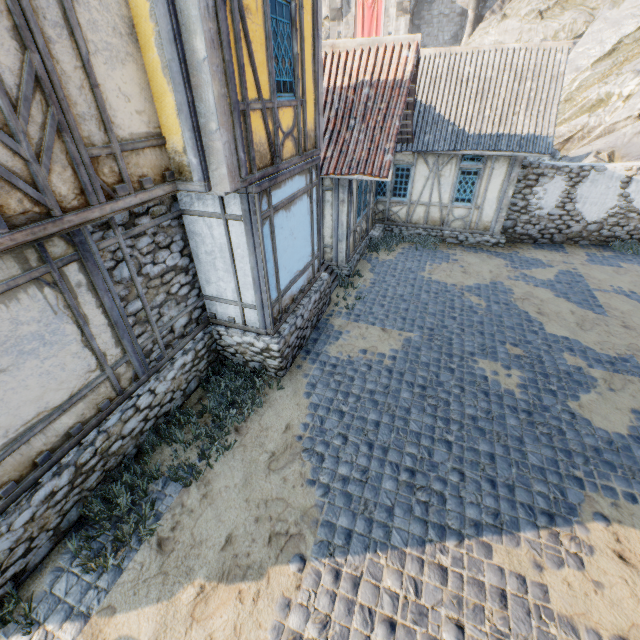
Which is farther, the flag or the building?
the flag

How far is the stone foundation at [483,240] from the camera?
11.10m

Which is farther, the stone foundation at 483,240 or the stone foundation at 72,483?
the stone foundation at 483,240

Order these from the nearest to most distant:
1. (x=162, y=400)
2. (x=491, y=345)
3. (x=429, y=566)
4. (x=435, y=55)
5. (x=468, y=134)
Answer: (x=429, y=566) → (x=162, y=400) → (x=491, y=345) → (x=468, y=134) → (x=435, y=55)

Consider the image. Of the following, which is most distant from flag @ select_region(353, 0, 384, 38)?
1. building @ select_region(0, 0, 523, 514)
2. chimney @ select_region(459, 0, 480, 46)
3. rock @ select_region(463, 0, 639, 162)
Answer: chimney @ select_region(459, 0, 480, 46)

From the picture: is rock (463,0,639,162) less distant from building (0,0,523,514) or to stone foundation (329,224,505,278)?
stone foundation (329,224,505,278)

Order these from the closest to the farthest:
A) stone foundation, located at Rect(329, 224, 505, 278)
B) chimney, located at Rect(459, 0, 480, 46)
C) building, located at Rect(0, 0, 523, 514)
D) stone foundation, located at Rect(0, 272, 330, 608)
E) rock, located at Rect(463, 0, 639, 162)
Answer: building, located at Rect(0, 0, 523, 514)
stone foundation, located at Rect(0, 272, 330, 608)
stone foundation, located at Rect(329, 224, 505, 278)
rock, located at Rect(463, 0, 639, 162)
chimney, located at Rect(459, 0, 480, 46)

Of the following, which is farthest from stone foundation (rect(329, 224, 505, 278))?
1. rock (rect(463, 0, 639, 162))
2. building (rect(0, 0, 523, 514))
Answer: building (rect(0, 0, 523, 514))
